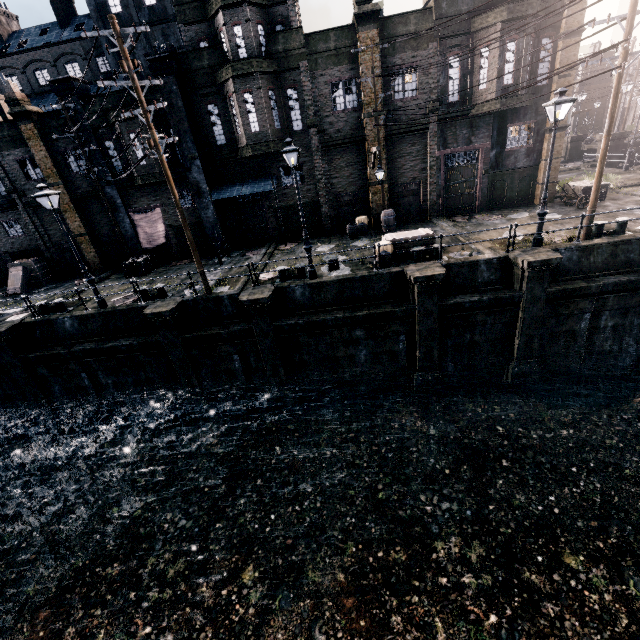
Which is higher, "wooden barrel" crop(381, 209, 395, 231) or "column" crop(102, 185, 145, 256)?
"column" crop(102, 185, 145, 256)

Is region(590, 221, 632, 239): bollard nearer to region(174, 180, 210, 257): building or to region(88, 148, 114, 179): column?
region(174, 180, 210, 257): building

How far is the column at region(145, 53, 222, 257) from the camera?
18.3m

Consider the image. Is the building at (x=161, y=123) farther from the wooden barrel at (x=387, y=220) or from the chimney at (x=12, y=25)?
the chimney at (x=12, y=25)

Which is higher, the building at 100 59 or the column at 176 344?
the building at 100 59

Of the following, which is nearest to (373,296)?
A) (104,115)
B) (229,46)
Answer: (229,46)

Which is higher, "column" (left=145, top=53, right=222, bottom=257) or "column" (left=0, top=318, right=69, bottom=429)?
"column" (left=145, top=53, right=222, bottom=257)

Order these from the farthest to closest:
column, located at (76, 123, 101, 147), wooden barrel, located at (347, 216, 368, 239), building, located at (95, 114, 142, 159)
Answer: wooden barrel, located at (347, 216, 368, 239) → column, located at (76, 123, 101, 147) → building, located at (95, 114, 142, 159)
